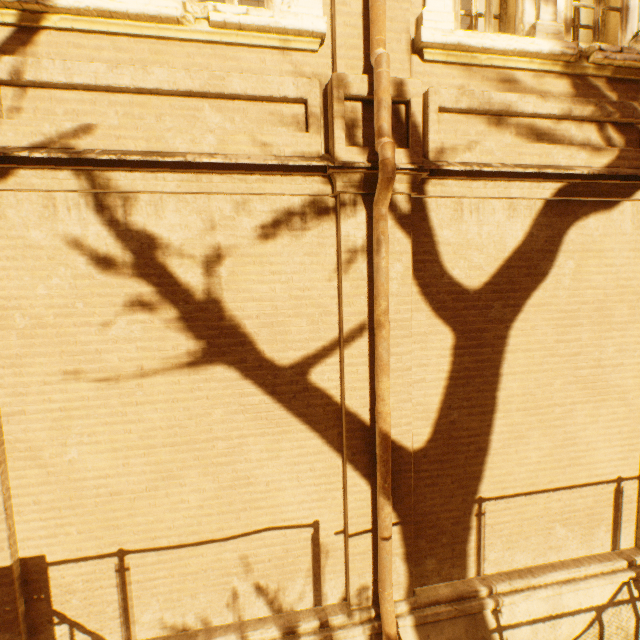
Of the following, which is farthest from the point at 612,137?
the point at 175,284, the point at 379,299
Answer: the point at 175,284
